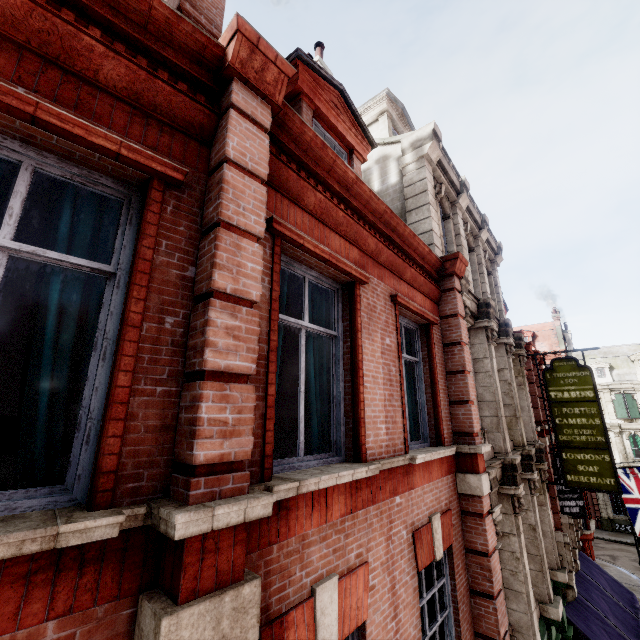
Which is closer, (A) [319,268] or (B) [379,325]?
(A) [319,268]

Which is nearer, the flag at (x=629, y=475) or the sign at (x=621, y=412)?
the flag at (x=629, y=475)

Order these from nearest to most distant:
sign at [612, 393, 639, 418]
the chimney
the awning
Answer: the chimney → the awning → sign at [612, 393, 639, 418]

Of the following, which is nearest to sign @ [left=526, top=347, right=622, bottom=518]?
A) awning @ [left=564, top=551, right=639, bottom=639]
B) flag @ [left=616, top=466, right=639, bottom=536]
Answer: awning @ [left=564, top=551, right=639, bottom=639]

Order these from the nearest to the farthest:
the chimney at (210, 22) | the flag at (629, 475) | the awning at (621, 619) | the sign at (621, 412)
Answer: the chimney at (210, 22)
the awning at (621, 619)
the flag at (629, 475)
the sign at (621, 412)

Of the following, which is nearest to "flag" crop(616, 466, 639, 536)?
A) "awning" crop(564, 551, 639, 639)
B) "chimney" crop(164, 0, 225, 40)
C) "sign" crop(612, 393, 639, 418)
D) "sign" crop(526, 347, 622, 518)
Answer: "awning" crop(564, 551, 639, 639)

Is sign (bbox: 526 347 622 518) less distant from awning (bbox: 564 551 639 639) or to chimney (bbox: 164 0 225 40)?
awning (bbox: 564 551 639 639)

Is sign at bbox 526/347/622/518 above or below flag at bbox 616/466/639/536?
above
